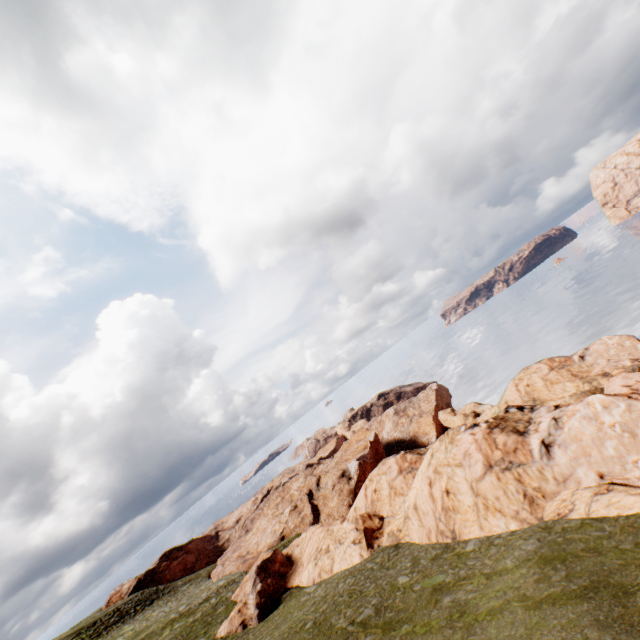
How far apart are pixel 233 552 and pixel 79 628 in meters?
24.9
